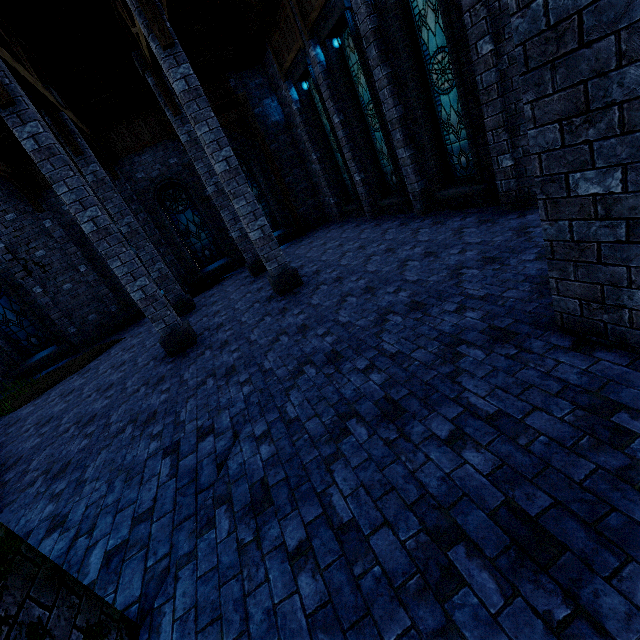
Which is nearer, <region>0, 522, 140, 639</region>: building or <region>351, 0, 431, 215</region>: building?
<region>0, 522, 140, 639</region>: building

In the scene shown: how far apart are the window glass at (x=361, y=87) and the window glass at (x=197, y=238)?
8.11m

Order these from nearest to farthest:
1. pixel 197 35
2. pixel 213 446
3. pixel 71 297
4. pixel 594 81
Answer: pixel 594 81
pixel 213 446
pixel 197 35
pixel 71 297

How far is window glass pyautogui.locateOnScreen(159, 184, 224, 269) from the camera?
14.0 meters

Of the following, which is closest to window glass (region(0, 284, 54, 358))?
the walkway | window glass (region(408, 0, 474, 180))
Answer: the walkway

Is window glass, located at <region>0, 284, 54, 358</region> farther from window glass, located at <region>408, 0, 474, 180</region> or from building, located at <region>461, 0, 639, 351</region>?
window glass, located at <region>408, 0, 474, 180</region>

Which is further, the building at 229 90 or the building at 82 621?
the building at 229 90
